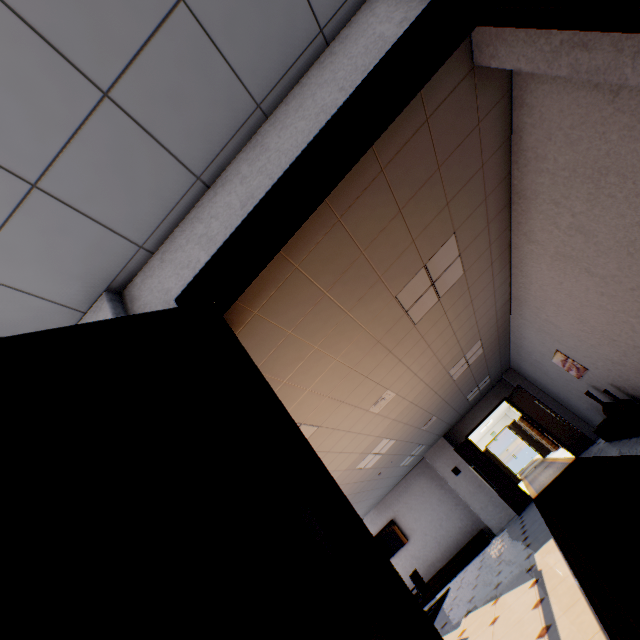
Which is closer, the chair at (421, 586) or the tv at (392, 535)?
the chair at (421, 586)

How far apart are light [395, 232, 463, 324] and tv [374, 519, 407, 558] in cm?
1025

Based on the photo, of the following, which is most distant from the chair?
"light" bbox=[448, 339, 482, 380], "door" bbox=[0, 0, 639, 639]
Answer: "door" bbox=[0, 0, 639, 639]

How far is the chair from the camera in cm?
854

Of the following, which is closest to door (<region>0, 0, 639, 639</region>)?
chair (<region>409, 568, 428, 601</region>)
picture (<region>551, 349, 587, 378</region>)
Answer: picture (<region>551, 349, 587, 378</region>)

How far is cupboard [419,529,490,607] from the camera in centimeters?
989cm

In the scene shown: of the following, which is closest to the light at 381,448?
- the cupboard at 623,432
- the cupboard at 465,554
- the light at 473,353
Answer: the light at 473,353

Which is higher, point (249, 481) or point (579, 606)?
point (249, 481)
